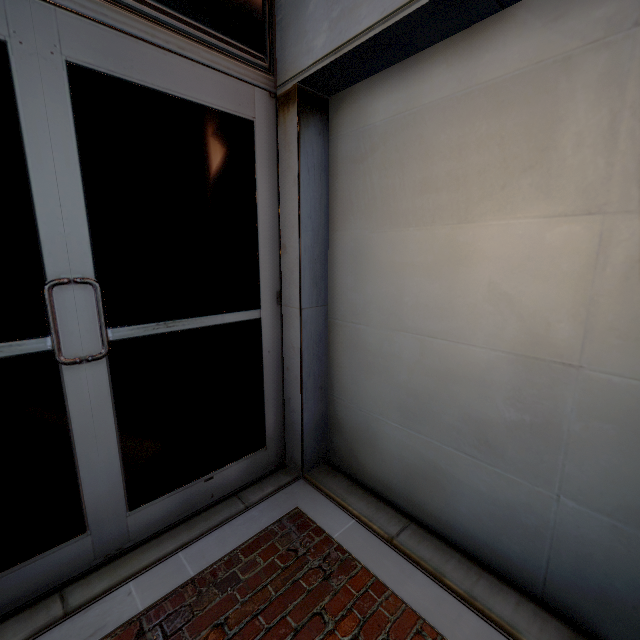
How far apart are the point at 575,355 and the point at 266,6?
2.9m
